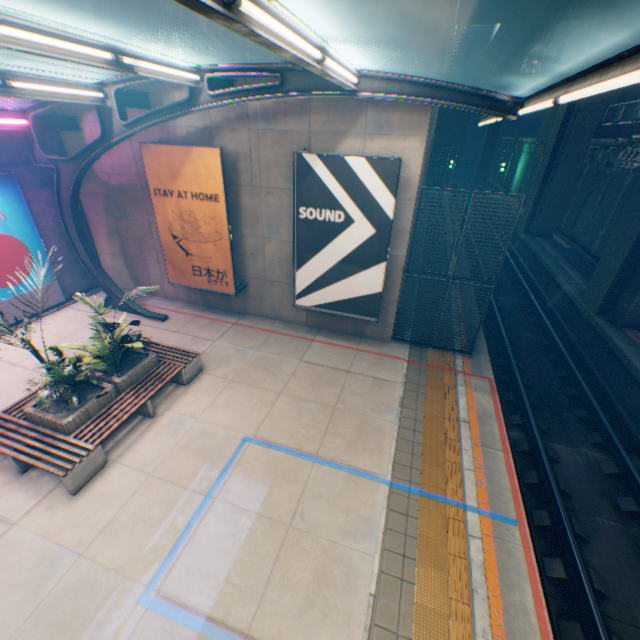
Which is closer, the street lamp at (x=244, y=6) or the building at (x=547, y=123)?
the street lamp at (x=244, y=6)

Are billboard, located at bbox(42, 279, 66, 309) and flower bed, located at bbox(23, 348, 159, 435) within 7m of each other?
yes

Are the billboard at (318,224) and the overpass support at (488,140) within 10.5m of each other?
no

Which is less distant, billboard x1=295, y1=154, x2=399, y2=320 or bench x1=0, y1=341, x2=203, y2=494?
bench x1=0, y1=341, x2=203, y2=494

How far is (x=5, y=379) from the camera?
8.6m

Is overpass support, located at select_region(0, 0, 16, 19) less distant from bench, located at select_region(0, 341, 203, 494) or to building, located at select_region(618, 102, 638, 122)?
bench, located at select_region(0, 341, 203, 494)

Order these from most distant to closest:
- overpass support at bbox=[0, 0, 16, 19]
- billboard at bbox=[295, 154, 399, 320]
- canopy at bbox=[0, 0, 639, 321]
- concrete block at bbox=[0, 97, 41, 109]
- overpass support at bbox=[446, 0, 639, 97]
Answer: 1. overpass support at bbox=[446, 0, 639, 97]
2. overpass support at bbox=[0, 0, 16, 19]
3. concrete block at bbox=[0, 97, 41, 109]
4. billboard at bbox=[295, 154, 399, 320]
5. canopy at bbox=[0, 0, 639, 321]

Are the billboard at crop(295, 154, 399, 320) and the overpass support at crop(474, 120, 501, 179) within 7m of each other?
no
